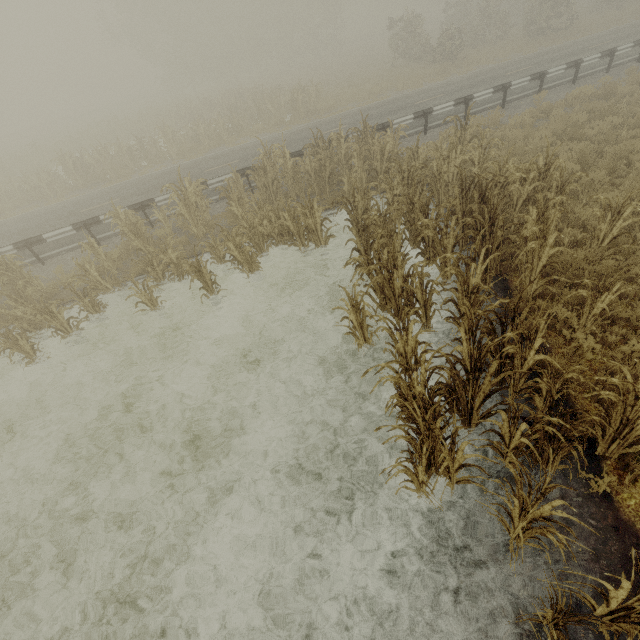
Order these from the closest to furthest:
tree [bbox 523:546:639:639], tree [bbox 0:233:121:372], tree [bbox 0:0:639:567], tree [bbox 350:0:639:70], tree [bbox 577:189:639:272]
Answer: tree [bbox 523:546:639:639]
tree [bbox 0:0:639:567]
tree [bbox 577:189:639:272]
tree [bbox 0:233:121:372]
tree [bbox 350:0:639:70]

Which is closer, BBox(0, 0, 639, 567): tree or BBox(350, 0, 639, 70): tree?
BBox(0, 0, 639, 567): tree

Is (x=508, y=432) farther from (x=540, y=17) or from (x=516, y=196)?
(x=540, y=17)

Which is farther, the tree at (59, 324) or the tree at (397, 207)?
the tree at (59, 324)

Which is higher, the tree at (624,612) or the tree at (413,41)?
the tree at (413,41)
